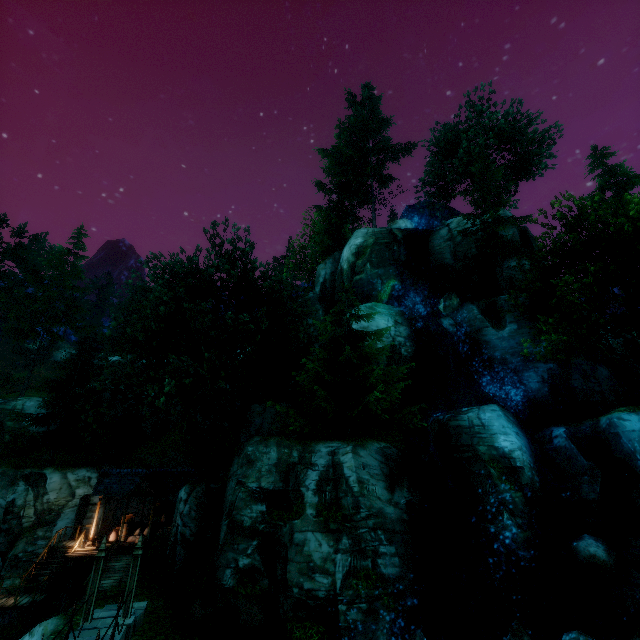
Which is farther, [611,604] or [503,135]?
[503,135]

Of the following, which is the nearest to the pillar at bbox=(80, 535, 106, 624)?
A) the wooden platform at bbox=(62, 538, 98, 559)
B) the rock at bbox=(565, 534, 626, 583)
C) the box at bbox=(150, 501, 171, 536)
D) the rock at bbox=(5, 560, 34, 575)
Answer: the wooden platform at bbox=(62, 538, 98, 559)

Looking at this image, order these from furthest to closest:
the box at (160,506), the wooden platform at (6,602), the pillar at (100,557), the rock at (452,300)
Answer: the rock at (452,300) → the box at (160,506) → the wooden platform at (6,602) → the pillar at (100,557)

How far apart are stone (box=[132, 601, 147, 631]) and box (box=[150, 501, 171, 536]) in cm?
1075

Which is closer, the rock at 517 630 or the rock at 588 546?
the rock at 517 630

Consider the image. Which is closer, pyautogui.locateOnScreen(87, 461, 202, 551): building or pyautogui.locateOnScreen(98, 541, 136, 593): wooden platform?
pyautogui.locateOnScreen(98, 541, 136, 593): wooden platform

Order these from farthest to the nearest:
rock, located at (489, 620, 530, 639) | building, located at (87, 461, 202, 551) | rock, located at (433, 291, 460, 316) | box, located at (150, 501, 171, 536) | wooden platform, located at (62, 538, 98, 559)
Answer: rock, located at (433, 291, 460, 316) → box, located at (150, 501, 171, 536) → building, located at (87, 461, 202, 551) → wooden platform, located at (62, 538, 98, 559) → rock, located at (489, 620, 530, 639)

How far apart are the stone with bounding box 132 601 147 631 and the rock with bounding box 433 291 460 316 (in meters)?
24.89
